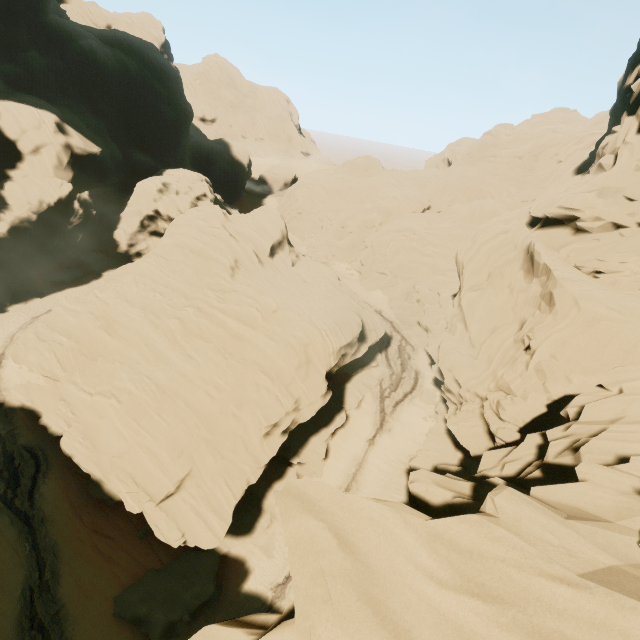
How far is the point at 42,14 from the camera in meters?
41.9 m

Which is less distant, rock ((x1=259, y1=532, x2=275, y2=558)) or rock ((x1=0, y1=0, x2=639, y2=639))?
rock ((x1=0, y1=0, x2=639, y2=639))

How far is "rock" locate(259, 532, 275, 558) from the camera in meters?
23.9 m

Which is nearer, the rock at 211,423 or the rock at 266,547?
the rock at 211,423

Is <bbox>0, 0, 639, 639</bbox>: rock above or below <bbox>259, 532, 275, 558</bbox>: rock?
above

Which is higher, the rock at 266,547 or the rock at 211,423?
the rock at 211,423
